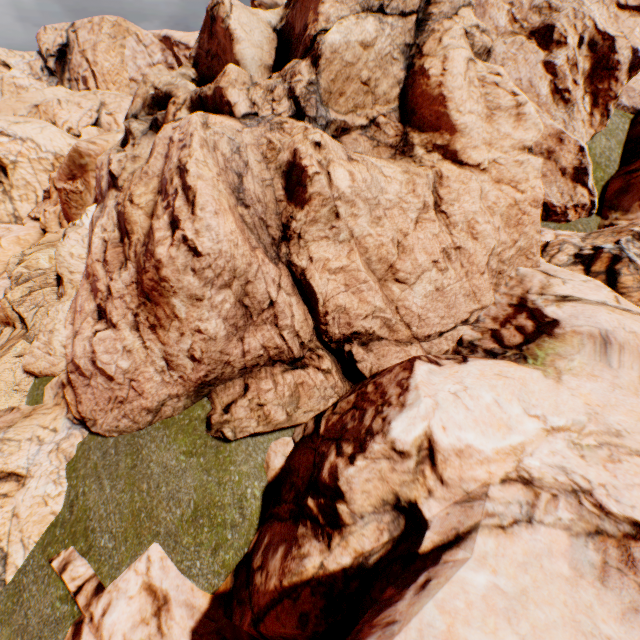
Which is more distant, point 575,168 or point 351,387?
point 575,168
